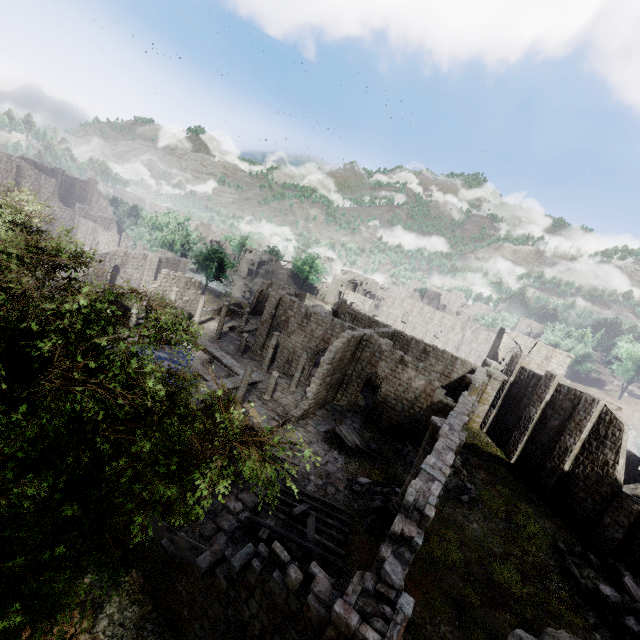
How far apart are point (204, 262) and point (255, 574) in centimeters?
5162cm

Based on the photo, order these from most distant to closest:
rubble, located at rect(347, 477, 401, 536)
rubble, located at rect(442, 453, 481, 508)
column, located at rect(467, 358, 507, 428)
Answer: column, located at rect(467, 358, 507, 428)
rubble, located at rect(442, 453, 481, 508)
rubble, located at rect(347, 477, 401, 536)

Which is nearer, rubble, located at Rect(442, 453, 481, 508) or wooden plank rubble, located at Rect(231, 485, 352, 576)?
wooden plank rubble, located at Rect(231, 485, 352, 576)

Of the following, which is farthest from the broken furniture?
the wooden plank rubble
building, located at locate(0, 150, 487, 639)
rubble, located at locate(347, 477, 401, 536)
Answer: the wooden plank rubble

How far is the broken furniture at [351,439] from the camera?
21.95m

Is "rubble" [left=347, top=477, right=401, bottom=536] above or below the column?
below

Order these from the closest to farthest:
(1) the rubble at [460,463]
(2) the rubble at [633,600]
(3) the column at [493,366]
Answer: (2) the rubble at [633,600]
(1) the rubble at [460,463]
(3) the column at [493,366]

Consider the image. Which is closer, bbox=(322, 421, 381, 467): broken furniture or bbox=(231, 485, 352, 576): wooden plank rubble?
bbox=(231, 485, 352, 576): wooden plank rubble
